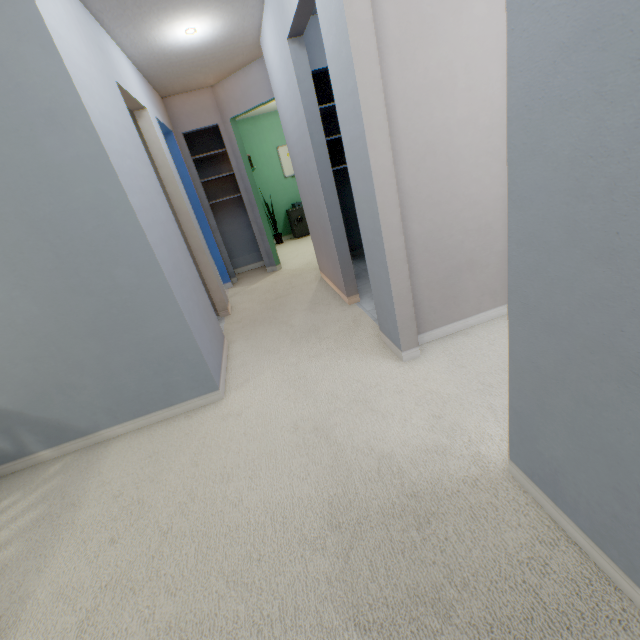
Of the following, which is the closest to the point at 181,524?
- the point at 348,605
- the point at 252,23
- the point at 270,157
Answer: the point at 348,605

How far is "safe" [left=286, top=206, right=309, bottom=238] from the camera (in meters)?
6.89

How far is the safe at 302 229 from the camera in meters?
6.9 m
